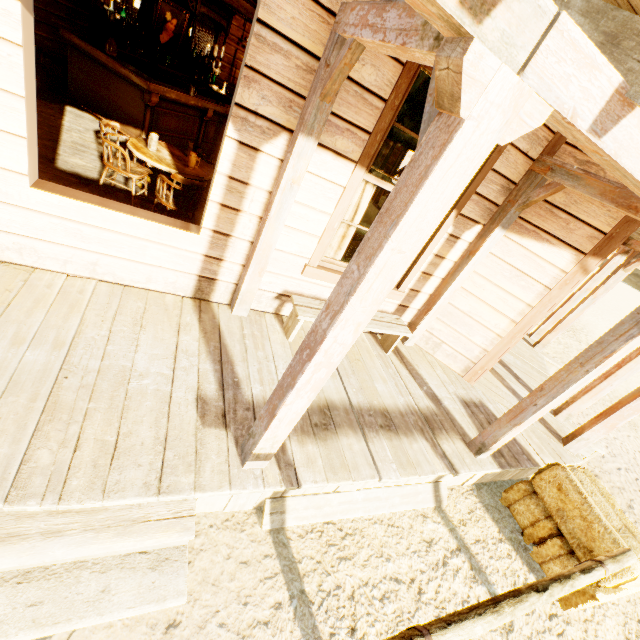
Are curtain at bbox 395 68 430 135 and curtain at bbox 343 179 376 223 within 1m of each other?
yes

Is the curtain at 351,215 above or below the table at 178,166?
above

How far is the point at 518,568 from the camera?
3.21m

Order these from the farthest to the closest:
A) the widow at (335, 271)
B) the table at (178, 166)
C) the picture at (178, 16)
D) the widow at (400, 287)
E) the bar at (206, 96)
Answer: the picture at (178, 16), the bar at (206, 96), the table at (178, 166), the widow at (400, 287), the widow at (335, 271)

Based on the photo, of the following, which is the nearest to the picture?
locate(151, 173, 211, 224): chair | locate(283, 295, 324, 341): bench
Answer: locate(151, 173, 211, 224): chair

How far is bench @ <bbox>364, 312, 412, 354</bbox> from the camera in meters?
3.9 m

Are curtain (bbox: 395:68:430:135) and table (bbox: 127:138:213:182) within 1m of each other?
no

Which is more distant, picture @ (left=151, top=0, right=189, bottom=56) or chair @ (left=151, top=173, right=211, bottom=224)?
picture @ (left=151, top=0, right=189, bottom=56)
